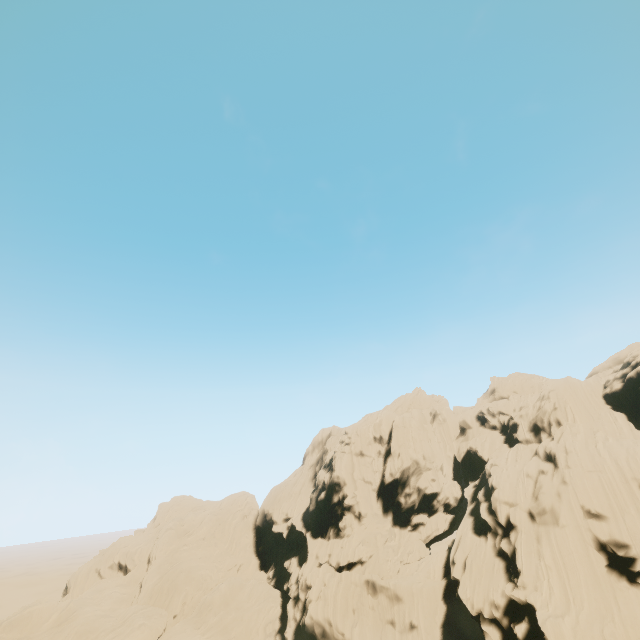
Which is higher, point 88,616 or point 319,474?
point 319,474
